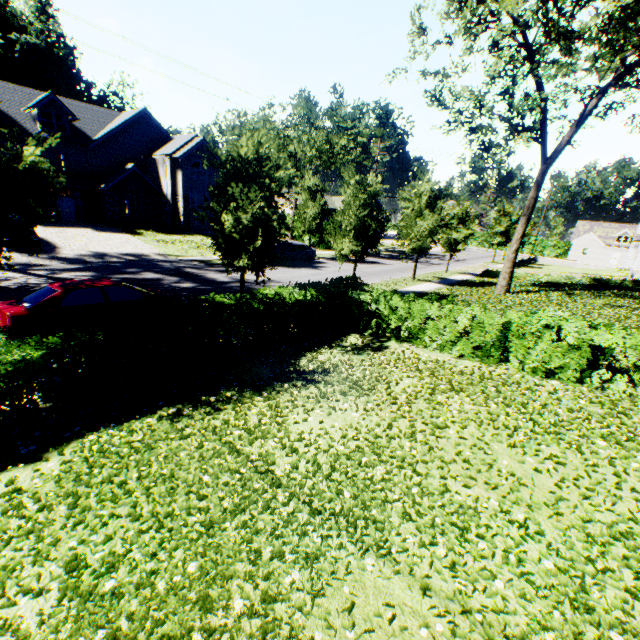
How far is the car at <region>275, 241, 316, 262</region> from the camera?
25.59m

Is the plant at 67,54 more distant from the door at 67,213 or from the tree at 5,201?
the door at 67,213

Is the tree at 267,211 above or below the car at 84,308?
above

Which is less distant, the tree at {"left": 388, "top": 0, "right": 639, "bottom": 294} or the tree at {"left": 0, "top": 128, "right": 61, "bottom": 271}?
the tree at {"left": 0, "top": 128, "right": 61, "bottom": 271}

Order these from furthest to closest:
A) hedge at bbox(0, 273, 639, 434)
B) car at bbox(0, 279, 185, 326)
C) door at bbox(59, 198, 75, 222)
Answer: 1. door at bbox(59, 198, 75, 222)
2. car at bbox(0, 279, 185, 326)
3. hedge at bbox(0, 273, 639, 434)

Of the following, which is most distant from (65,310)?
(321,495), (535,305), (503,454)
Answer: (535,305)

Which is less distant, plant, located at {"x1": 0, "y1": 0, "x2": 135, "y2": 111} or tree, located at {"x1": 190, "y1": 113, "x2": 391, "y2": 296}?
tree, located at {"x1": 190, "y1": 113, "x2": 391, "y2": 296}

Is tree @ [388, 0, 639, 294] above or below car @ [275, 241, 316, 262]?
above
